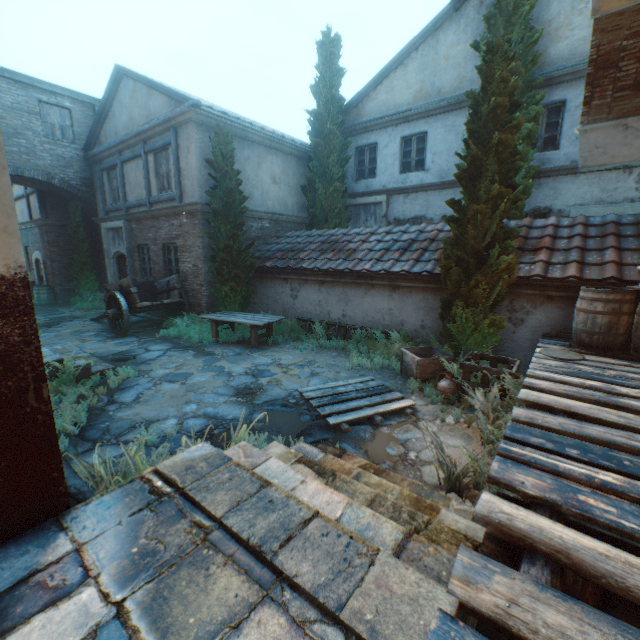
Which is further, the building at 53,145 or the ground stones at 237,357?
the ground stones at 237,357

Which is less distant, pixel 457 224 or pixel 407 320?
pixel 457 224

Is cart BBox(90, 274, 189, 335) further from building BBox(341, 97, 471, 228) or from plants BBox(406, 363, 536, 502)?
plants BBox(406, 363, 536, 502)

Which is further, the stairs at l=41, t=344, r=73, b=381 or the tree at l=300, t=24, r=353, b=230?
the tree at l=300, t=24, r=353, b=230

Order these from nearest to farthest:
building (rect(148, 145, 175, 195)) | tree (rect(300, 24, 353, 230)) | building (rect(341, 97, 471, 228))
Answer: building (rect(148, 145, 175, 195)), building (rect(341, 97, 471, 228)), tree (rect(300, 24, 353, 230))

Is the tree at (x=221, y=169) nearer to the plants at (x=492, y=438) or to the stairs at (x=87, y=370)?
the plants at (x=492, y=438)

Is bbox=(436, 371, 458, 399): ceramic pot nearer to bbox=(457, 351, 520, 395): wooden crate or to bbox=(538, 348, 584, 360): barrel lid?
bbox=(457, 351, 520, 395): wooden crate

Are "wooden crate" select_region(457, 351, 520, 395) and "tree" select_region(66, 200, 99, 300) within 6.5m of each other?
no
